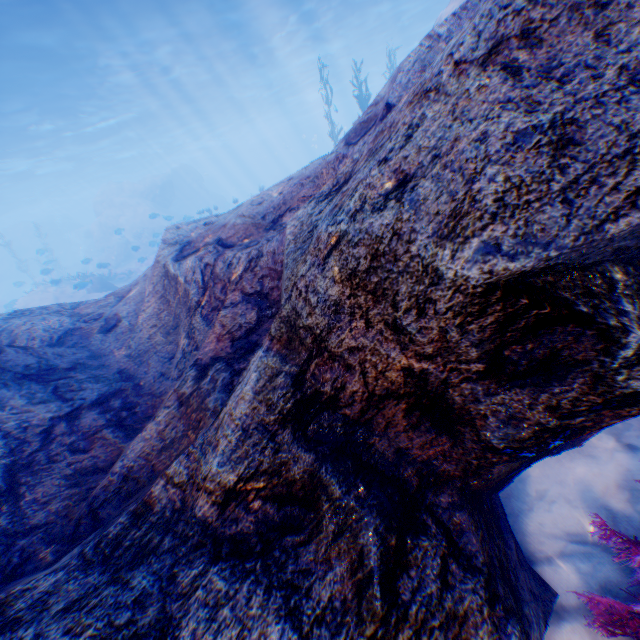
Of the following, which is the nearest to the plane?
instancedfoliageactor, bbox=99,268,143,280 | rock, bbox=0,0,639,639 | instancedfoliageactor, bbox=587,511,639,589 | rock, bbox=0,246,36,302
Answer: rock, bbox=0,0,639,639

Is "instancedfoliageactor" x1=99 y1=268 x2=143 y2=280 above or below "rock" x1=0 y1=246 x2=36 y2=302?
below

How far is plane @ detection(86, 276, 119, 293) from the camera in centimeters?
1498cm

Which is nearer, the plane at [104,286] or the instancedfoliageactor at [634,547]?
the instancedfoliageactor at [634,547]

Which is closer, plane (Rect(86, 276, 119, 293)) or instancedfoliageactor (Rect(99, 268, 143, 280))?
plane (Rect(86, 276, 119, 293))

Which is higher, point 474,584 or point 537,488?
point 474,584

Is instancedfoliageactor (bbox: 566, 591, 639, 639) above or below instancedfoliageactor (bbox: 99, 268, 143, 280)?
below

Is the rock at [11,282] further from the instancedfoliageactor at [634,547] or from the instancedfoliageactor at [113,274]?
the instancedfoliageactor at [634,547]
